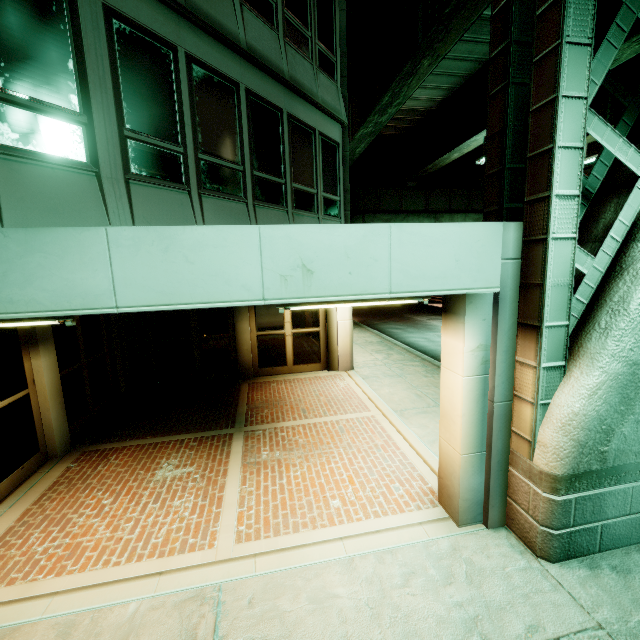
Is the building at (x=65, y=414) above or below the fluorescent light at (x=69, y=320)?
below

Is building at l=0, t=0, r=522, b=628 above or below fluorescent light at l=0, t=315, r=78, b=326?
below

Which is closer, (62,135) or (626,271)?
(626,271)
